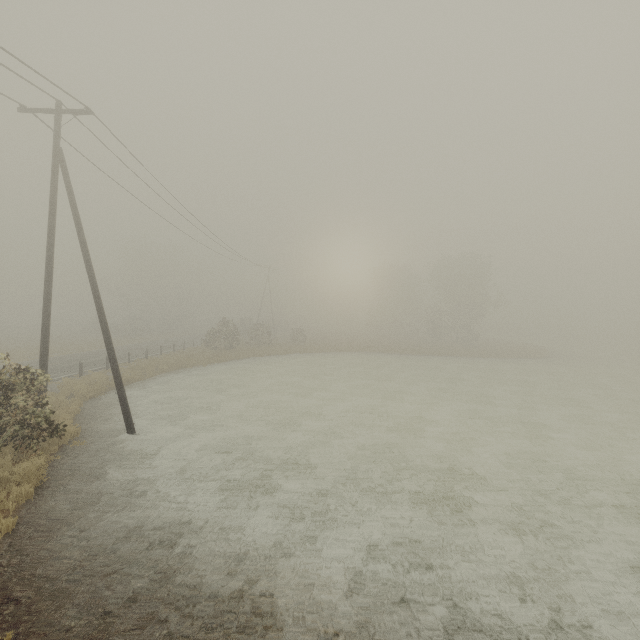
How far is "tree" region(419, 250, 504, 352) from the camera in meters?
46.2 m

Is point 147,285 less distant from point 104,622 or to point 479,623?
point 104,622

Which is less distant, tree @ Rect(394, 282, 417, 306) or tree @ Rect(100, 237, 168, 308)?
tree @ Rect(100, 237, 168, 308)

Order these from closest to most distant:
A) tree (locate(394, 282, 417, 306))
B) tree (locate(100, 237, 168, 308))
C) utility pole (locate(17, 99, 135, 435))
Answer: utility pole (locate(17, 99, 135, 435)) < tree (locate(100, 237, 168, 308)) < tree (locate(394, 282, 417, 306))

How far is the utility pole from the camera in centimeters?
1207cm

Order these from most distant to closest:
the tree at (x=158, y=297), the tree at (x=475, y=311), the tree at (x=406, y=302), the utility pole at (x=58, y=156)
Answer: the tree at (x=406, y=302) < the tree at (x=158, y=297) < the tree at (x=475, y=311) < the utility pole at (x=58, y=156)

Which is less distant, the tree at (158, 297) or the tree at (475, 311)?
the tree at (475, 311)

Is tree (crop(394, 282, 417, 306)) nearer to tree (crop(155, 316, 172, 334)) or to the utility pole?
tree (crop(155, 316, 172, 334))
